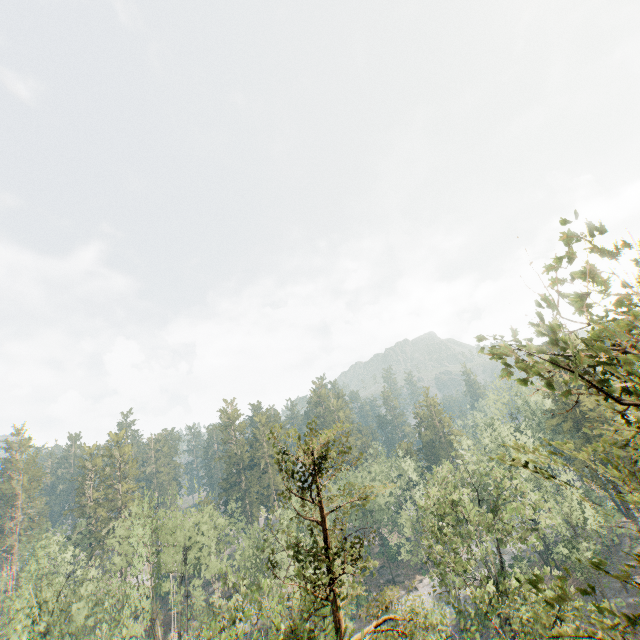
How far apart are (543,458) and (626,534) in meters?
50.1 m

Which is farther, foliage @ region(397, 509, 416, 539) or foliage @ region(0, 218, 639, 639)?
foliage @ region(397, 509, 416, 539)

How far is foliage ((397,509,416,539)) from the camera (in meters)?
48.19

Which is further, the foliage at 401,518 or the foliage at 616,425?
the foliage at 401,518

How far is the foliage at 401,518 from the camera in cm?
4819
